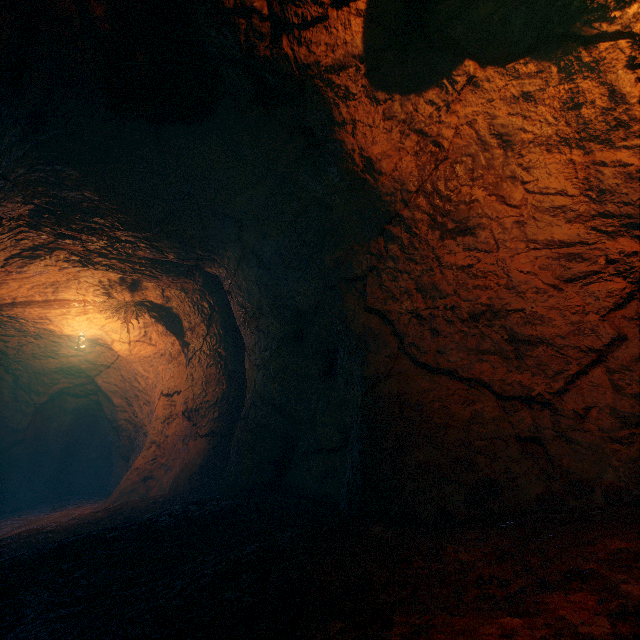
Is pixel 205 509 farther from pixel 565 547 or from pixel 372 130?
pixel 372 130
